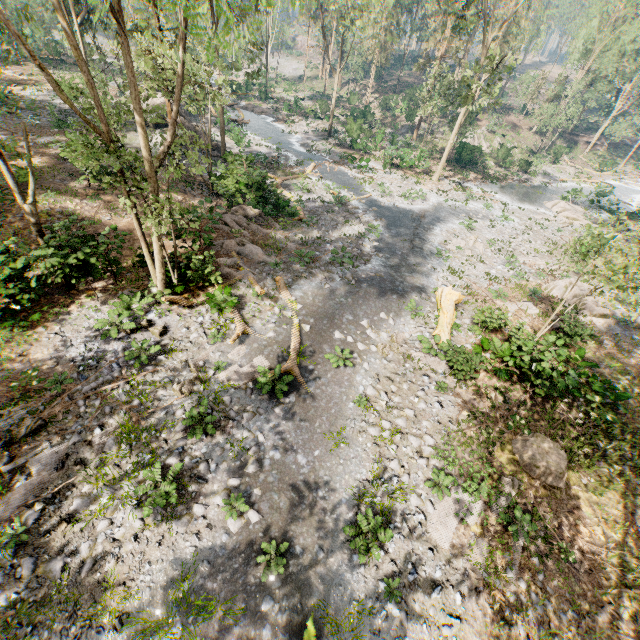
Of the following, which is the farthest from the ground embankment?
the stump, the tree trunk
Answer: the stump

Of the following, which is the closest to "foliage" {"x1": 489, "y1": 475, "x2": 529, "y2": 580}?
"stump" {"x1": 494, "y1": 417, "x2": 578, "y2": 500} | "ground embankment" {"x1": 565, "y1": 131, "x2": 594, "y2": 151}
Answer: "ground embankment" {"x1": 565, "y1": 131, "x2": 594, "y2": 151}

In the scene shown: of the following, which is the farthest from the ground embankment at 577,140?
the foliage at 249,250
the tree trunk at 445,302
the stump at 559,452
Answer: the stump at 559,452

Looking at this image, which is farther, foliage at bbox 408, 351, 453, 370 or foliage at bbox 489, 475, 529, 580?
foliage at bbox 408, 351, 453, 370

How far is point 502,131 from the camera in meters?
50.9 m

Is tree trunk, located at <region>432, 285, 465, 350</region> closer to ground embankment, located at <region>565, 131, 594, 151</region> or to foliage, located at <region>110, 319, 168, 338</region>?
foliage, located at <region>110, 319, 168, 338</region>

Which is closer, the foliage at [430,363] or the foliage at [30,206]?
the foliage at [30,206]
